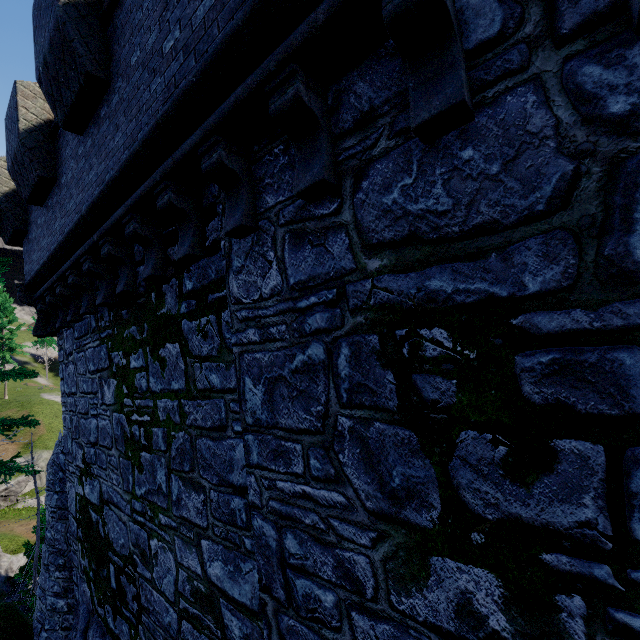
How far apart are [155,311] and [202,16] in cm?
344
